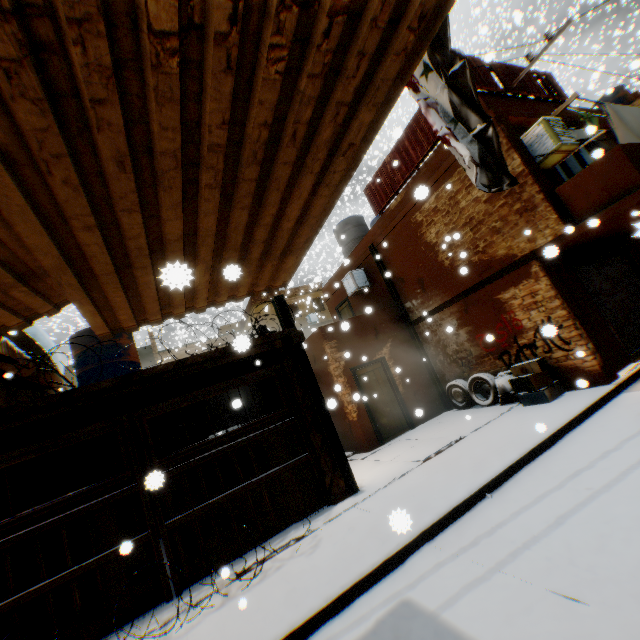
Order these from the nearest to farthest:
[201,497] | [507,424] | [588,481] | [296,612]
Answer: [296,612] < [588,481] < [201,497] < [507,424]

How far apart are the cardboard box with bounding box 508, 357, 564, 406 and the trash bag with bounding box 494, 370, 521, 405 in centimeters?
11cm

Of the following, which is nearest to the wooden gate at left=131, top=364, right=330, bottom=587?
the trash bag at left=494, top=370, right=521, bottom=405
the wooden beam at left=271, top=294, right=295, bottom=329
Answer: the wooden beam at left=271, top=294, right=295, bottom=329

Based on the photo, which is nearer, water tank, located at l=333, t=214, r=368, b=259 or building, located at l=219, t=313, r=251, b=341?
water tank, located at l=333, t=214, r=368, b=259

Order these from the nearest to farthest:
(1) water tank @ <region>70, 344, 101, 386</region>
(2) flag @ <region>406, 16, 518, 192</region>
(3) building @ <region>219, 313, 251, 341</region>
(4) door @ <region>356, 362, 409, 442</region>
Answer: (2) flag @ <region>406, 16, 518, 192</region>, (1) water tank @ <region>70, 344, 101, 386</region>, (4) door @ <region>356, 362, 409, 442</region>, (3) building @ <region>219, 313, 251, 341</region>

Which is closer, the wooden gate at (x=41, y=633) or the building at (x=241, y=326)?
the wooden gate at (x=41, y=633)

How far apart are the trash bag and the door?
0.55m

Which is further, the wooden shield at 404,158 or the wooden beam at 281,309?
the wooden shield at 404,158
